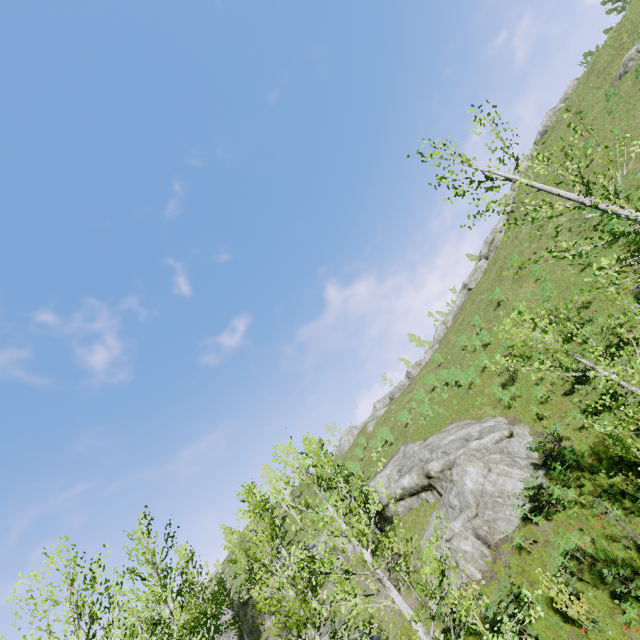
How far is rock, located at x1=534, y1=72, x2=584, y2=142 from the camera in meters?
44.2 m

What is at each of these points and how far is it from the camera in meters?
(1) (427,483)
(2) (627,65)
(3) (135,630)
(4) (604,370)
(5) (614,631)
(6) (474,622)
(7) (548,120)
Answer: (1) rock, 20.7 m
(2) rock, 29.2 m
(3) instancedfoliageactor, 6.9 m
(4) instancedfoliageactor, 5.0 m
(5) instancedfoliageactor, 8.4 m
(6) instancedfoliageactor, 11.2 m
(7) rock, 46.2 m

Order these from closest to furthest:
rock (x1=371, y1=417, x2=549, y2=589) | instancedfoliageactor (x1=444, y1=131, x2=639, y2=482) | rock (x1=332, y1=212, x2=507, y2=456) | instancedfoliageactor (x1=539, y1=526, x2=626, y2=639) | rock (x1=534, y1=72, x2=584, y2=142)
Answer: instancedfoliageactor (x1=444, y1=131, x2=639, y2=482) → instancedfoliageactor (x1=539, y1=526, x2=626, y2=639) → rock (x1=371, y1=417, x2=549, y2=589) → rock (x1=534, y1=72, x2=584, y2=142) → rock (x1=332, y1=212, x2=507, y2=456)

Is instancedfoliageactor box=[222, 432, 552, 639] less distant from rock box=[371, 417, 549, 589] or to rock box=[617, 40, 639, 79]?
rock box=[371, 417, 549, 589]

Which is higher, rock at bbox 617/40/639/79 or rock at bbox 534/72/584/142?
rock at bbox 534/72/584/142

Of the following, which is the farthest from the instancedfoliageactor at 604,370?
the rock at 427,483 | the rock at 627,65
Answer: the rock at 627,65

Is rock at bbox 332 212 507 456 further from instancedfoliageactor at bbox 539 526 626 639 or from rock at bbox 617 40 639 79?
instancedfoliageactor at bbox 539 526 626 639

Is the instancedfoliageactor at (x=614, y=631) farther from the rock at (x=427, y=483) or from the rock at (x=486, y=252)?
the rock at (x=486, y=252)
